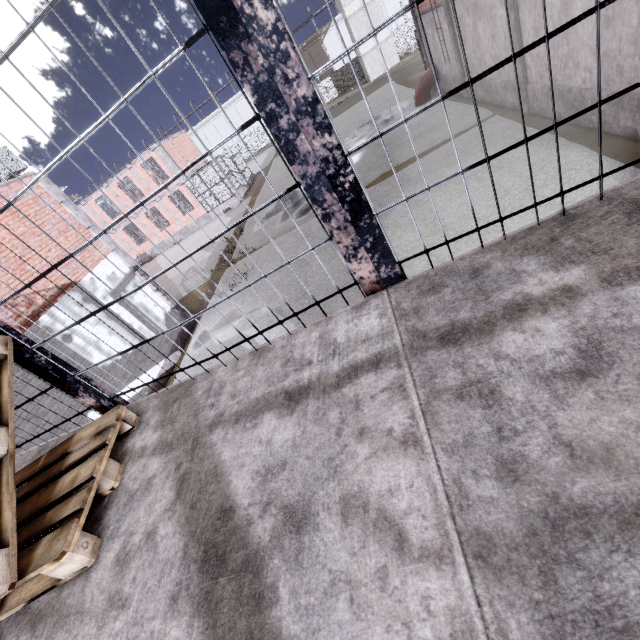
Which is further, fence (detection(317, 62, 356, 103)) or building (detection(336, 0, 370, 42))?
fence (detection(317, 62, 356, 103))

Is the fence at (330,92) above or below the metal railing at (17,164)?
below

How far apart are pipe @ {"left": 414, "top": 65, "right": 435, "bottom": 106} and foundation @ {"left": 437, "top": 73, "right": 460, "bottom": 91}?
0.1m

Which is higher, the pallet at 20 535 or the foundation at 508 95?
the pallet at 20 535

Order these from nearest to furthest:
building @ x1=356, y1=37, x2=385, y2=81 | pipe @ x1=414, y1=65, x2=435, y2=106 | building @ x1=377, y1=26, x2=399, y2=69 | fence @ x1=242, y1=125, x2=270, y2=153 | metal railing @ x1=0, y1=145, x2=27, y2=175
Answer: metal railing @ x1=0, y1=145, x2=27, y2=175 → pipe @ x1=414, y1=65, x2=435, y2=106 → building @ x1=377, y1=26, x2=399, y2=69 → building @ x1=356, y1=37, x2=385, y2=81 → fence @ x1=242, y1=125, x2=270, y2=153

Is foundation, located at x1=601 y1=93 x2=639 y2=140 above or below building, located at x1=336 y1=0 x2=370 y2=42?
below

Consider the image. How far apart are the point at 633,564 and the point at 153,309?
13.70m

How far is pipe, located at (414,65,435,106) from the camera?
19.1m
